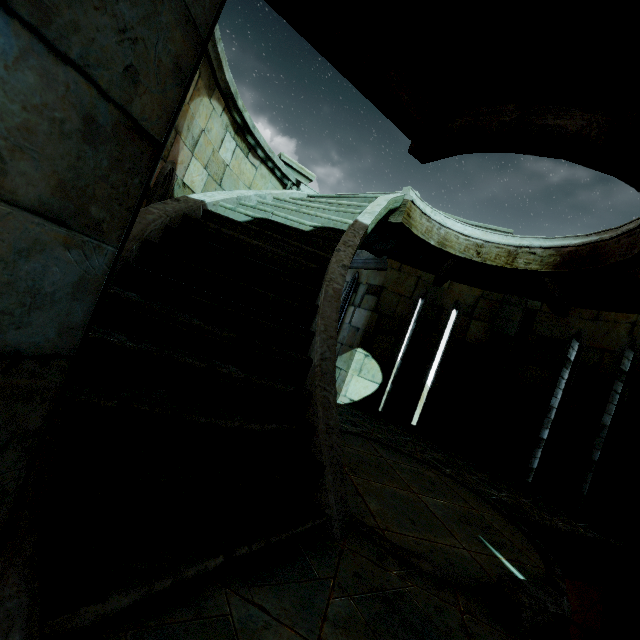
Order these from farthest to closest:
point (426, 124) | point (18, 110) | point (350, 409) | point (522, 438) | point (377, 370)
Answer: point (377, 370) → point (350, 409) → point (522, 438) → point (426, 124) → point (18, 110)

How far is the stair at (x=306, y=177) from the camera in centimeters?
681cm

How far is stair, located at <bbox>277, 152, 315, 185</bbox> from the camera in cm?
681
